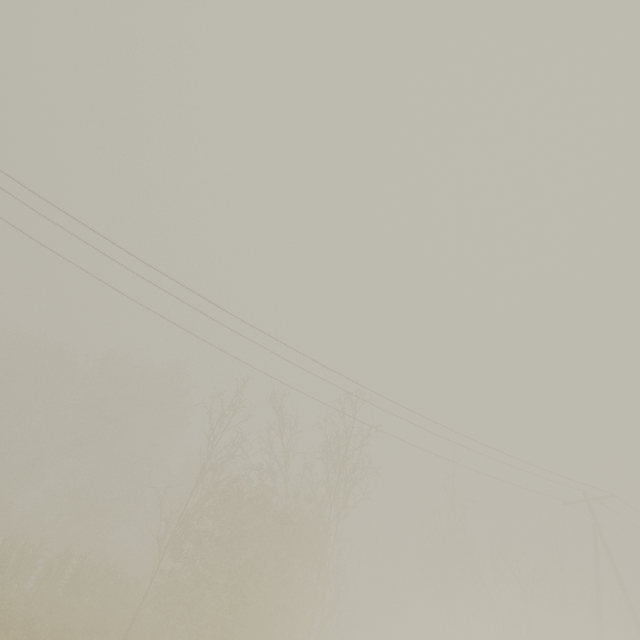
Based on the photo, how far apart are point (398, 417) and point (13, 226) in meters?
18.4 m
